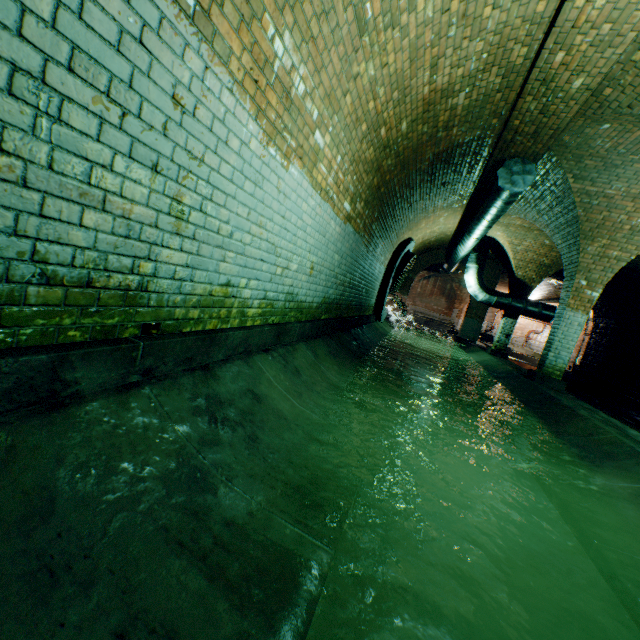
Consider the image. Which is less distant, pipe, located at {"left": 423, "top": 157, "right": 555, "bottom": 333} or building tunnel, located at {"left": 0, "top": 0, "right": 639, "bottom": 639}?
building tunnel, located at {"left": 0, "top": 0, "right": 639, "bottom": 639}

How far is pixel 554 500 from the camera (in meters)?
2.88

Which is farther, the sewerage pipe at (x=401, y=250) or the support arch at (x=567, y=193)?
the sewerage pipe at (x=401, y=250)

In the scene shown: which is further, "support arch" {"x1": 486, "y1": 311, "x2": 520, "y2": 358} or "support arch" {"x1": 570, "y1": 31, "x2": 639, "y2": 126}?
"support arch" {"x1": 486, "y1": 311, "x2": 520, "y2": 358}

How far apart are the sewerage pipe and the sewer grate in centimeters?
1cm

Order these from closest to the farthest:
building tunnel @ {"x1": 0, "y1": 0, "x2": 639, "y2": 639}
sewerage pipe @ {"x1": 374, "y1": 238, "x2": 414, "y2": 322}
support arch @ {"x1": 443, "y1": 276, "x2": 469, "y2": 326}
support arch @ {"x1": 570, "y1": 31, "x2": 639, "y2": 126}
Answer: building tunnel @ {"x1": 0, "y1": 0, "x2": 639, "y2": 639} < support arch @ {"x1": 570, "y1": 31, "x2": 639, "y2": 126} < sewerage pipe @ {"x1": 374, "y1": 238, "x2": 414, "y2": 322} < support arch @ {"x1": 443, "y1": 276, "x2": 469, "y2": 326}

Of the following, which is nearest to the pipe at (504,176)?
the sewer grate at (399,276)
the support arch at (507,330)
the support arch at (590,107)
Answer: the support arch at (507,330)

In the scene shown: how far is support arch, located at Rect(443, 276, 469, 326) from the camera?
29.83m
